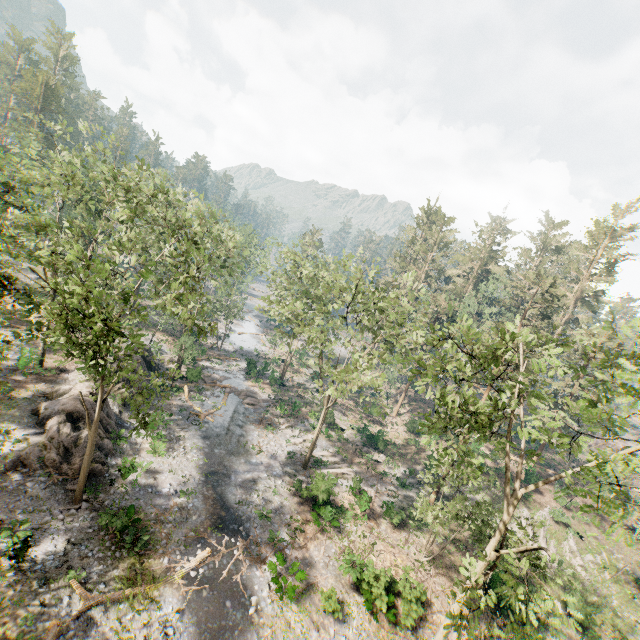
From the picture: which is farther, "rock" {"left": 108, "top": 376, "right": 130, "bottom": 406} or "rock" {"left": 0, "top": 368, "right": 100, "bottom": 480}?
"rock" {"left": 108, "top": 376, "right": 130, "bottom": 406}

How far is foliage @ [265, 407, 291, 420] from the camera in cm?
3569

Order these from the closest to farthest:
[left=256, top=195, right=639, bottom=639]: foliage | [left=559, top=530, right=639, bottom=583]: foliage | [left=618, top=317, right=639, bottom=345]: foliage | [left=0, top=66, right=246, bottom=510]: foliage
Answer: [left=256, top=195, right=639, bottom=639]: foliage
[left=0, top=66, right=246, bottom=510]: foliage
[left=618, top=317, right=639, bottom=345]: foliage
[left=559, top=530, right=639, bottom=583]: foliage

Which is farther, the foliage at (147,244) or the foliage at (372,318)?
the foliage at (147,244)

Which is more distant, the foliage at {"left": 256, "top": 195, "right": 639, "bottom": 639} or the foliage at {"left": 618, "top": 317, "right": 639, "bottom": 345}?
the foliage at {"left": 618, "top": 317, "right": 639, "bottom": 345}

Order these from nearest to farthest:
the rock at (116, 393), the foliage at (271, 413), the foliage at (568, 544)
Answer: the rock at (116, 393)
the foliage at (568, 544)
the foliage at (271, 413)

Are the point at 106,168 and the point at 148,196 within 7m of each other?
yes

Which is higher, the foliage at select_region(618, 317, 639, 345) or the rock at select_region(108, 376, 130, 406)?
the foliage at select_region(618, 317, 639, 345)
